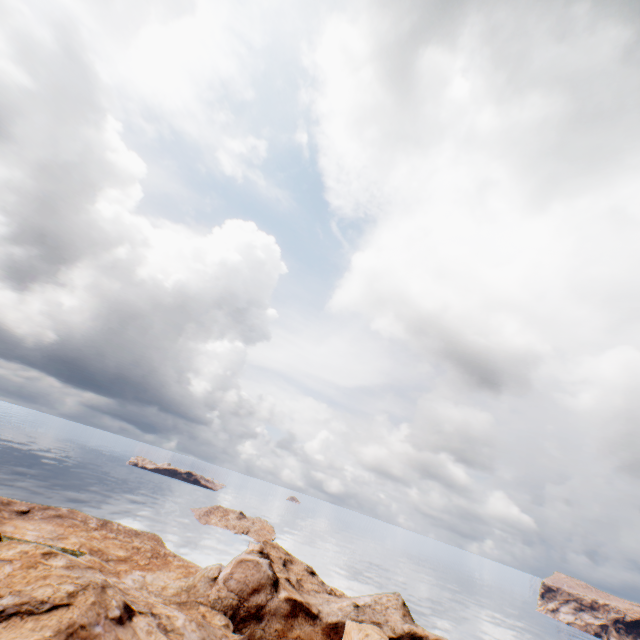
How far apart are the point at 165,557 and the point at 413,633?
30.9 meters
